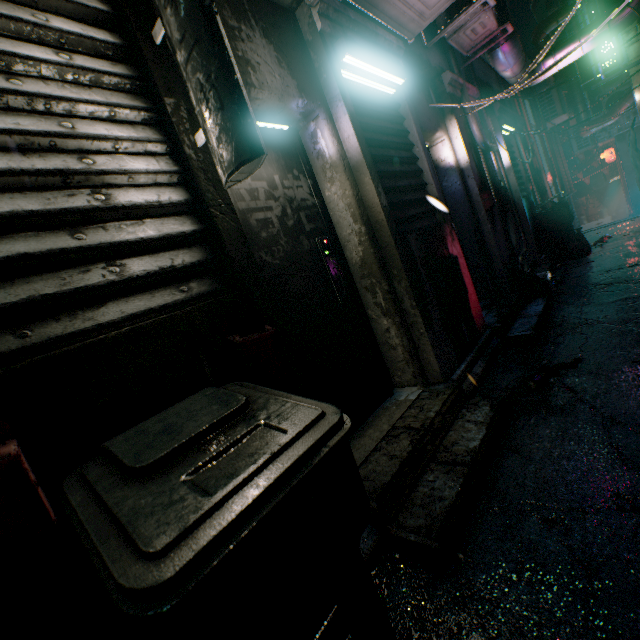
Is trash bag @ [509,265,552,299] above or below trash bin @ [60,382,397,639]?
below

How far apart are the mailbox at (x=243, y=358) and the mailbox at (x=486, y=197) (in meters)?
3.70

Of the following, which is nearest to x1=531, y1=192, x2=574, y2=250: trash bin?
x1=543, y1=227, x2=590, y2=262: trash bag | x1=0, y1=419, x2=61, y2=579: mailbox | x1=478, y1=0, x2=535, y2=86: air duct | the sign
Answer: x1=543, y1=227, x2=590, y2=262: trash bag

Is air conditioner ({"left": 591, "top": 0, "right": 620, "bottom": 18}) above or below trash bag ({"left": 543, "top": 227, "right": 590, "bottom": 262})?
above

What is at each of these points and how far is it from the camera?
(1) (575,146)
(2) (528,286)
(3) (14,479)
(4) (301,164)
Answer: (1) air conditioner, 11.3m
(2) trash bag, 4.0m
(3) mailbox, 0.7m
(4) door, 2.3m

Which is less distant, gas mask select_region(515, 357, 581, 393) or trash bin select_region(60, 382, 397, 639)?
trash bin select_region(60, 382, 397, 639)

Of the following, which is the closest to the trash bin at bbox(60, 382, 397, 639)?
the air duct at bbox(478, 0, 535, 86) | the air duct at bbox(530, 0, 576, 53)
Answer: the air duct at bbox(478, 0, 535, 86)

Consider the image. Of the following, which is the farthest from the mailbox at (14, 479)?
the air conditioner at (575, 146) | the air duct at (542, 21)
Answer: the air conditioner at (575, 146)
